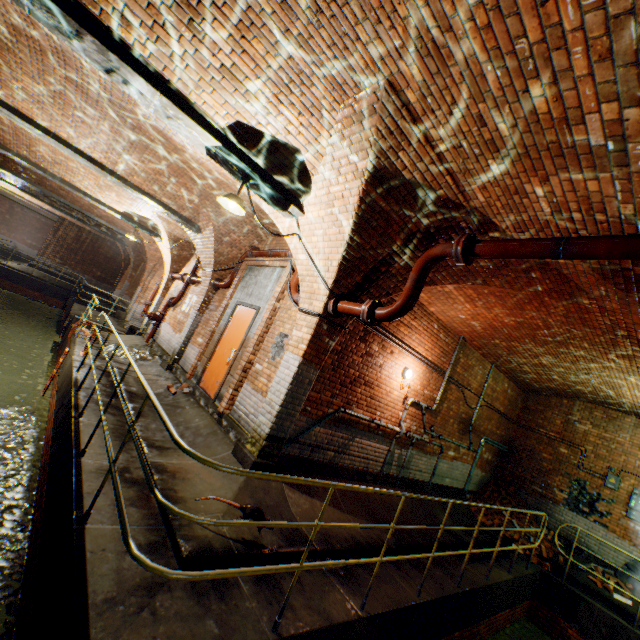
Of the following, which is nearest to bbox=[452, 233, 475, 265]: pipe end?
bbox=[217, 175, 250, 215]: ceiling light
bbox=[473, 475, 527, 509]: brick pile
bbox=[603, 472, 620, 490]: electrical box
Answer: bbox=[217, 175, 250, 215]: ceiling light

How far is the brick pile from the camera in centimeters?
1018cm

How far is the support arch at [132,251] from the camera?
7.90m

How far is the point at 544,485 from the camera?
10.3m

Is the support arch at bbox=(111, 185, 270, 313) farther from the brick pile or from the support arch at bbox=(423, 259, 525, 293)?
the brick pile

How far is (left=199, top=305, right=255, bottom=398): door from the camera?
7.0m

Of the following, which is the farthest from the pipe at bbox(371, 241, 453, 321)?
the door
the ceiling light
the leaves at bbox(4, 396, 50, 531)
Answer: the leaves at bbox(4, 396, 50, 531)

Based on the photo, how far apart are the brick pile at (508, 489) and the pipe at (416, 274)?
8.6 meters
